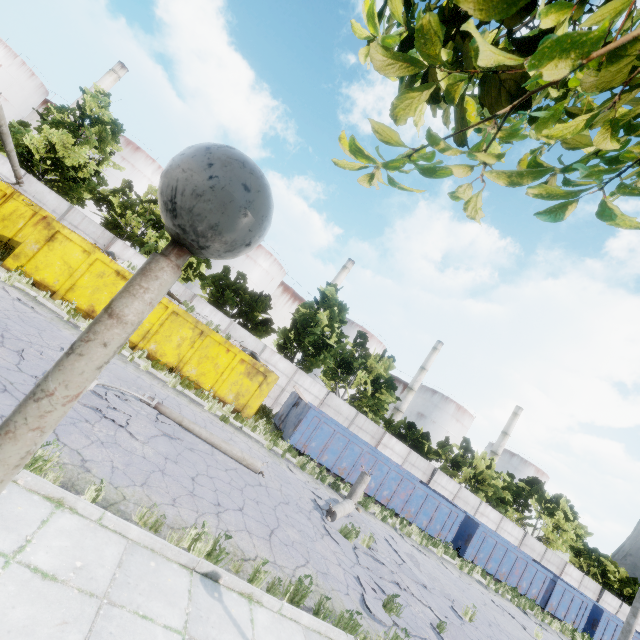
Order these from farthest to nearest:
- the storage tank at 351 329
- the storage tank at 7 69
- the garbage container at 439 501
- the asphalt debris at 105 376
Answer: the storage tank at 351 329
the storage tank at 7 69
the garbage container at 439 501
the asphalt debris at 105 376

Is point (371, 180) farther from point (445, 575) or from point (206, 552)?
point (445, 575)

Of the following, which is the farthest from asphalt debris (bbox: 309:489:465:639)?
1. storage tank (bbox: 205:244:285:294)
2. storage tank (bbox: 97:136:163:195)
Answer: storage tank (bbox: 97:136:163:195)

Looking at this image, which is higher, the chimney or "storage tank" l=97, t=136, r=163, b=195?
the chimney

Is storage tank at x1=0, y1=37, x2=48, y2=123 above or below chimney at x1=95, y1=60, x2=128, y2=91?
below

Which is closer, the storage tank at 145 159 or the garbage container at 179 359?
the garbage container at 179 359

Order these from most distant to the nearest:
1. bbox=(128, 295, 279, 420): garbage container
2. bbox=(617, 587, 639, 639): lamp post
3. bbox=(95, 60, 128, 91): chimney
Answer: bbox=(95, 60, 128, 91): chimney, bbox=(617, 587, 639, 639): lamp post, bbox=(128, 295, 279, 420): garbage container

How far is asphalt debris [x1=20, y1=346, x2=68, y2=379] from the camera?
6.8m
